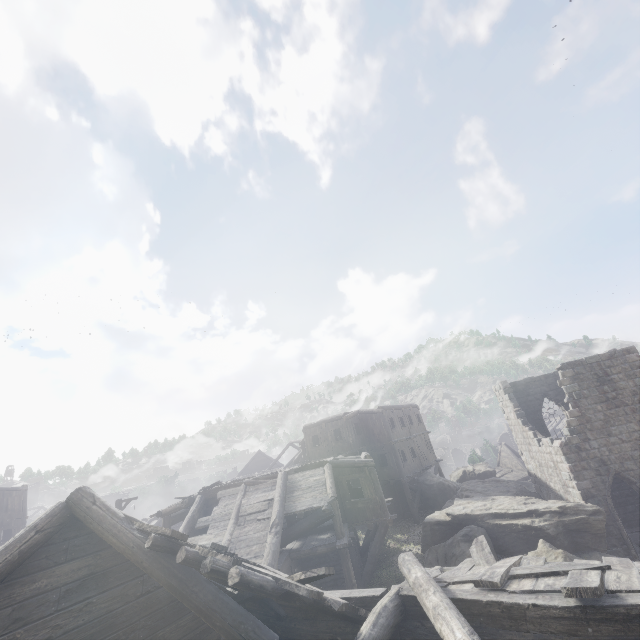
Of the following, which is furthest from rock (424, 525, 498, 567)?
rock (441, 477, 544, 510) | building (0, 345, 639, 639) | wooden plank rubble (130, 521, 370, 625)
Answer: wooden plank rubble (130, 521, 370, 625)

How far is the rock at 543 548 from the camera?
12.75m

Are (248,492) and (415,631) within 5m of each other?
no

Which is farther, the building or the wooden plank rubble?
the building

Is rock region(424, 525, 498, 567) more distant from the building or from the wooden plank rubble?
the wooden plank rubble

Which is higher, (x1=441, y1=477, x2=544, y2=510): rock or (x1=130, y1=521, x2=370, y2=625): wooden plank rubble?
(x1=130, y1=521, x2=370, y2=625): wooden plank rubble

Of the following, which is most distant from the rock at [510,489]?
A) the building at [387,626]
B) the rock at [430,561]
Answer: the rock at [430,561]

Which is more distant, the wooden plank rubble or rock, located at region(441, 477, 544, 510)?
rock, located at region(441, 477, 544, 510)
